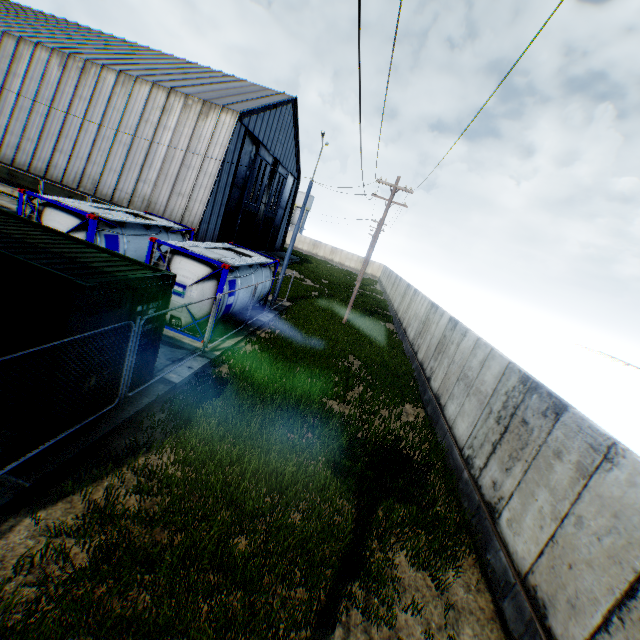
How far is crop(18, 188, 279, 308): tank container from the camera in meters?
11.3

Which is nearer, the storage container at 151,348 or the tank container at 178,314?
the storage container at 151,348

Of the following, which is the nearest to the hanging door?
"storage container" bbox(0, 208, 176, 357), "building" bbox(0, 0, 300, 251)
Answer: "building" bbox(0, 0, 300, 251)

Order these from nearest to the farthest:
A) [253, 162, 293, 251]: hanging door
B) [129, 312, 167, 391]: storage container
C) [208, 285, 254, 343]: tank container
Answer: [129, 312, 167, 391]: storage container, [208, 285, 254, 343]: tank container, [253, 162, 293, 251]: hanging door

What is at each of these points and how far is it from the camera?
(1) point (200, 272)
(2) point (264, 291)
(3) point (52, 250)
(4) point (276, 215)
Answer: (1) tank container, 11.28m
(2) tank container, 16.88m
(3) storage container, 6.67m
(4) hanging door, 42.12m

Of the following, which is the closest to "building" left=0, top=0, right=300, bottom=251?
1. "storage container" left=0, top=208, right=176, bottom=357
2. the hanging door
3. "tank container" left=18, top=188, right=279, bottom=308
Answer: the hanging door

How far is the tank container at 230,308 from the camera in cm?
1180
